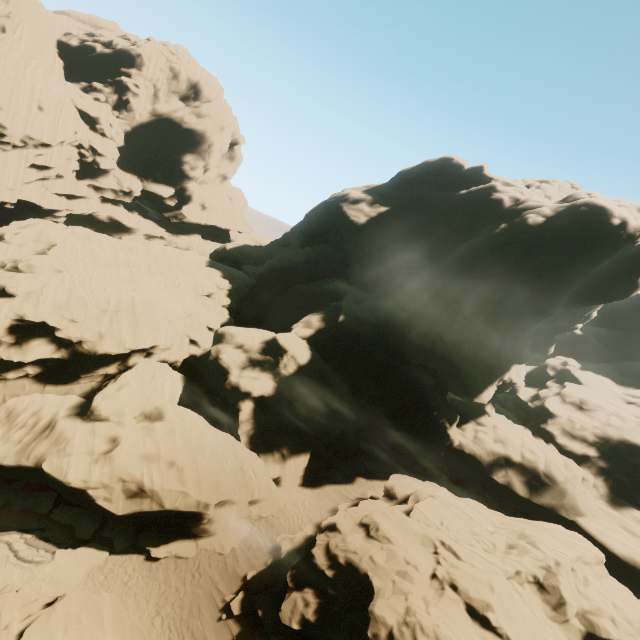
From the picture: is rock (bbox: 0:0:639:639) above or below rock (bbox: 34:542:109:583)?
above

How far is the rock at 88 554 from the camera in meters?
18.0

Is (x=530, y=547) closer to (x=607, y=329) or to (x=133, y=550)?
(x=133, y=550)

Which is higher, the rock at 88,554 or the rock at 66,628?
the rock at 66,628

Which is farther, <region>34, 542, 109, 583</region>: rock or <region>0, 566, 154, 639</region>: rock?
<region>34, 542, 109, 583</region>: rock

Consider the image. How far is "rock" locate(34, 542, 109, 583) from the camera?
18.0m
